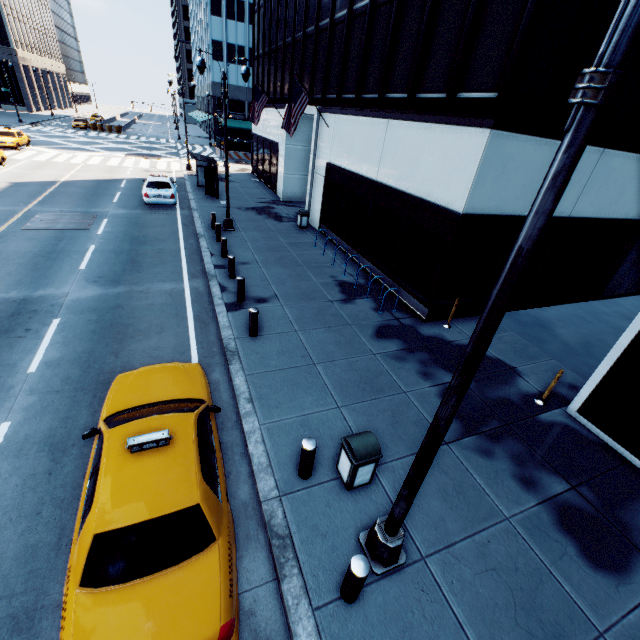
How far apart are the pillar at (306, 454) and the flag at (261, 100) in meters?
23.5

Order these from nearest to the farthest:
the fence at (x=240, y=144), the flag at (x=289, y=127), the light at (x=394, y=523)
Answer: the light at (x=394, y=523), the flag at (x=289, y=127), the fence at (x=240, y=144)

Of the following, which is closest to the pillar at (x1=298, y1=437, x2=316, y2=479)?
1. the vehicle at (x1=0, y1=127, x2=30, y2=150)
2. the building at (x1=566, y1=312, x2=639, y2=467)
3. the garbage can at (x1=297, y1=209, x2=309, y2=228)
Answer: the building at (x1=566, y1=312, x2=639, y2=467)

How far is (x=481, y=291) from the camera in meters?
11.9

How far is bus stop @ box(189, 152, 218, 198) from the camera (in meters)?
21.84

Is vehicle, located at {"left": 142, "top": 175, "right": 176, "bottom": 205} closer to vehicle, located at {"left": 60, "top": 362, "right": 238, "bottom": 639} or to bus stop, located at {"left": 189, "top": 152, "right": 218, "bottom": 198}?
bus stop, located at {"left": 189, "top": 152, "right": 218, "bottom": 198}

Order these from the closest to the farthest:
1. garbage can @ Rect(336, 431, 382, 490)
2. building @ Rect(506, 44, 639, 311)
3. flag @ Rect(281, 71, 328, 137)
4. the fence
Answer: garbage can @ Rect(336, 431, 382, 490), building @ Rect(506, 44, 639, 311), flag @ Rect(281, 71, 328, 137), the fence

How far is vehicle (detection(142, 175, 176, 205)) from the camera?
19.0m
